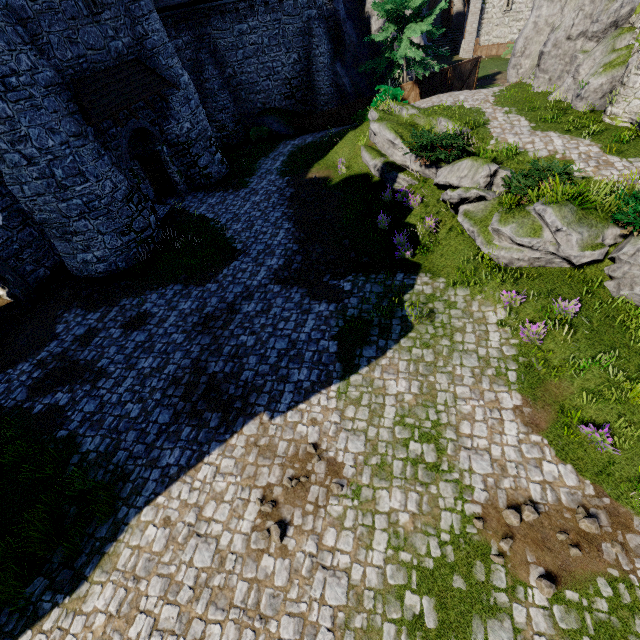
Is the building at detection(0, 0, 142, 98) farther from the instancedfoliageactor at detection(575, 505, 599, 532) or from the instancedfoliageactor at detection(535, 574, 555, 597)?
the instancedfoliageactor at detection(575, 505, 599, 532)

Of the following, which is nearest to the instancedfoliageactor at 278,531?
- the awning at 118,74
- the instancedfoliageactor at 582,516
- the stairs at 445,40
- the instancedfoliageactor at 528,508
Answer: the instancedfoliageactor at 528,508

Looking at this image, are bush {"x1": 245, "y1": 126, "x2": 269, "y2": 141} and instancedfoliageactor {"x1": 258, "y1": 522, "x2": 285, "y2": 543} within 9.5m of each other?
no

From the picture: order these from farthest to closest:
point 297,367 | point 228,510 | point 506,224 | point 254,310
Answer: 1. point 254,310
2. point 506,224
3. point 297,367
4. point 228,510

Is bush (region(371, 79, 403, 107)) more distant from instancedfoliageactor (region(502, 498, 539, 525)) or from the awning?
instancedfoliageactor (region(502, 498, 539, 525))

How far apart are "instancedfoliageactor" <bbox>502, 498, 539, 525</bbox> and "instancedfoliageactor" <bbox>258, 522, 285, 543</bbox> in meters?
4.4 m

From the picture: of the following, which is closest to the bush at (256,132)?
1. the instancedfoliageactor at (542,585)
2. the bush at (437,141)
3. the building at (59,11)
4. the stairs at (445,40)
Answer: the building at (59,11)

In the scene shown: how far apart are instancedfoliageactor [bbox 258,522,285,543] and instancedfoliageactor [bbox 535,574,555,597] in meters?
4.7
